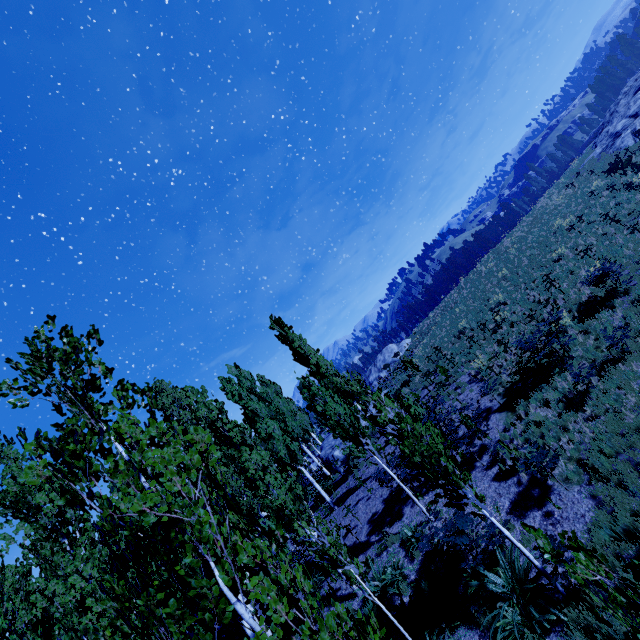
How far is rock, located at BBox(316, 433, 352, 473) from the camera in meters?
23.3

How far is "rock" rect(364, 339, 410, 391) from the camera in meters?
43.6

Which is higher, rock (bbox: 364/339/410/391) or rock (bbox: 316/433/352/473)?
rock (bbox: 364/339/410/391)

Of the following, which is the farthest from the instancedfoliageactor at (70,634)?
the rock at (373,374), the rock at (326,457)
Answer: the rock at (373,374)

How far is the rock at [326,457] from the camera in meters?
23.3

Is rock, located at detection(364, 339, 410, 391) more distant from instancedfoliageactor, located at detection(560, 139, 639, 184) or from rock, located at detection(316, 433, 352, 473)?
rock, located at detection(316, 433, 352, 473)

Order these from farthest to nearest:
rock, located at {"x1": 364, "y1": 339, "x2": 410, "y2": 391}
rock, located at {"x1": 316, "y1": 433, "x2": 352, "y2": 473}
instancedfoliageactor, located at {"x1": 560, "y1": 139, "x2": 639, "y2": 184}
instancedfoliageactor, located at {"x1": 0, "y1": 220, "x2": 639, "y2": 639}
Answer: rock, located at {"x1": 364, "y1": 339, "x2": 410, "y2": 391}, rock, located at {"x1": 316, "y1": 433, "x2": 352, "y2": 473}, instancedfoliageactor, located at {"x1": 560, "y1": 139, "x2": 639, "y2": 184}, instancedfoliageactor, located at {"x1": 0, "y1": 220, "x2": 639, "y2": 639}

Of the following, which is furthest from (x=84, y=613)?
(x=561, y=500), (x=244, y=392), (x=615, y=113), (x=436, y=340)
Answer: (x=615, y=113)
